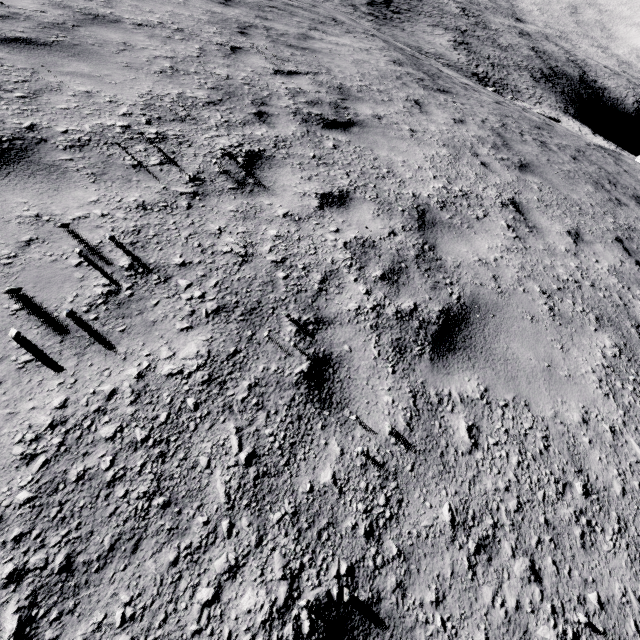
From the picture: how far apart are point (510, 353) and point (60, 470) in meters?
3.2 m
